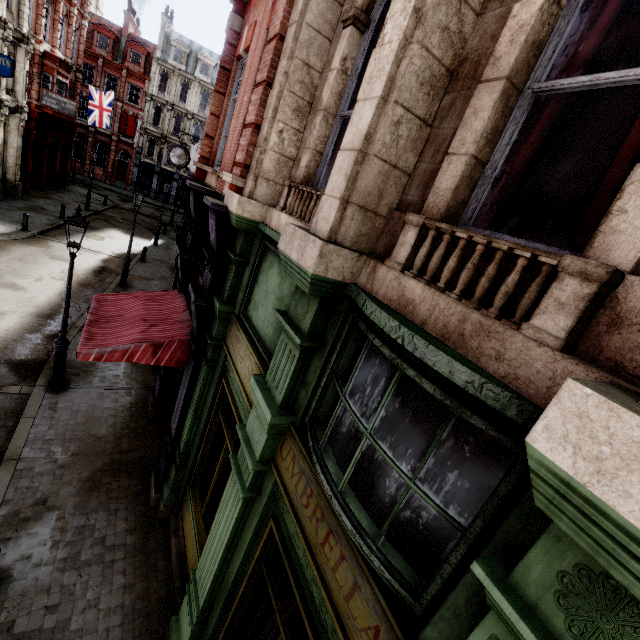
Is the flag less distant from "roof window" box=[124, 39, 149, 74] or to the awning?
"roof window" box=[124, 39, 149, 74]

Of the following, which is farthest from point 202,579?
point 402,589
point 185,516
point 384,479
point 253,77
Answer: point 253,77

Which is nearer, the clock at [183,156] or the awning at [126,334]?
the awning at [126,334]

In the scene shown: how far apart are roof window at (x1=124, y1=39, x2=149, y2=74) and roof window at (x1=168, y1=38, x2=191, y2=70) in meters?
2.1

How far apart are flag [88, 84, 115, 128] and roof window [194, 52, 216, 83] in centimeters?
1871cm

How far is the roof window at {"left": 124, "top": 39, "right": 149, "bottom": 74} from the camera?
39.1 meters

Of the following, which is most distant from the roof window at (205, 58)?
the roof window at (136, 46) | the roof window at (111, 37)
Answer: the roof window at (111, 37)

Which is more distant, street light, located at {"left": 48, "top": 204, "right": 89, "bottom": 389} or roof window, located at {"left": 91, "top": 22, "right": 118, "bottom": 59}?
roof window, located at {"left": 91, "top": 22, "right": 118, "bottom": 59}
